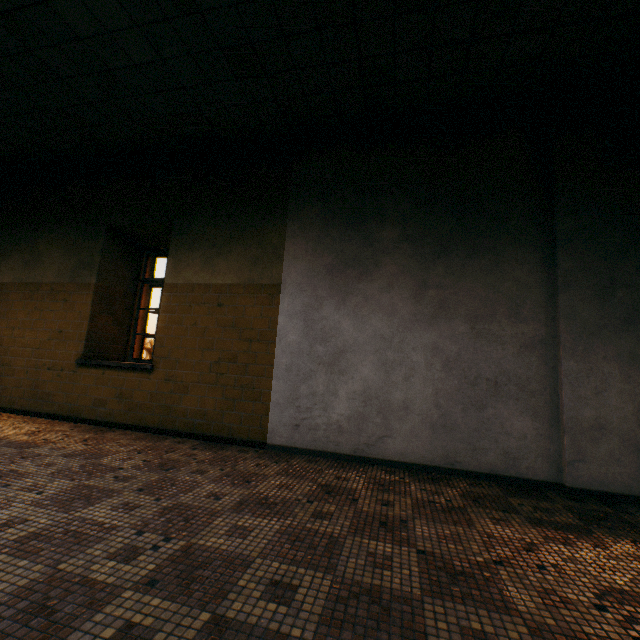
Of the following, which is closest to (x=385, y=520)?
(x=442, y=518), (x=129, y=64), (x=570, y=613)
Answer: (x=442, y=518)
